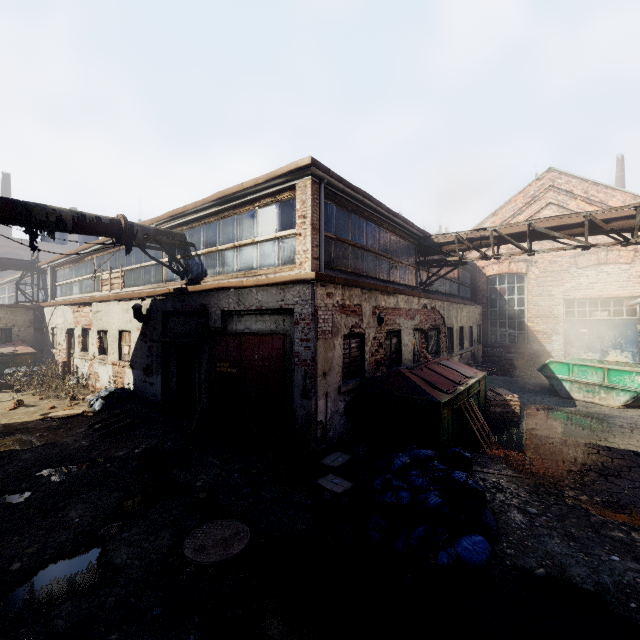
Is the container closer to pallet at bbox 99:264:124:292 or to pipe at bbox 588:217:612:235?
pipe at bbox 588:217:612:235

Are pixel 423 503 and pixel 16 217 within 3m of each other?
no

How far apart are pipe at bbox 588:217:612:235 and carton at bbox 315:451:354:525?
9.3 meters

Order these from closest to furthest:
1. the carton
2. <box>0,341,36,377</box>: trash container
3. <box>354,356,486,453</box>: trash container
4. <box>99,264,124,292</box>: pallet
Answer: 1. the carton
2. <box>354,356,486,453</box>: trash container
3. <box>99,264,124,292</box>: pallet
4. <box>0,341,36,377</box>: trash container

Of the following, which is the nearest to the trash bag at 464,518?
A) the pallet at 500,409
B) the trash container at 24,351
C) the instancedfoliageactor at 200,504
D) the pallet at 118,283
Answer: the instancedfoliageactor at 200,504

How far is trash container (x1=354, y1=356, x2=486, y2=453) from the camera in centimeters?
651cm

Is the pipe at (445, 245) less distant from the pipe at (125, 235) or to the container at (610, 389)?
the container at (610, 389)

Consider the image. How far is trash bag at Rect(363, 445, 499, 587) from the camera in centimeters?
370cm
